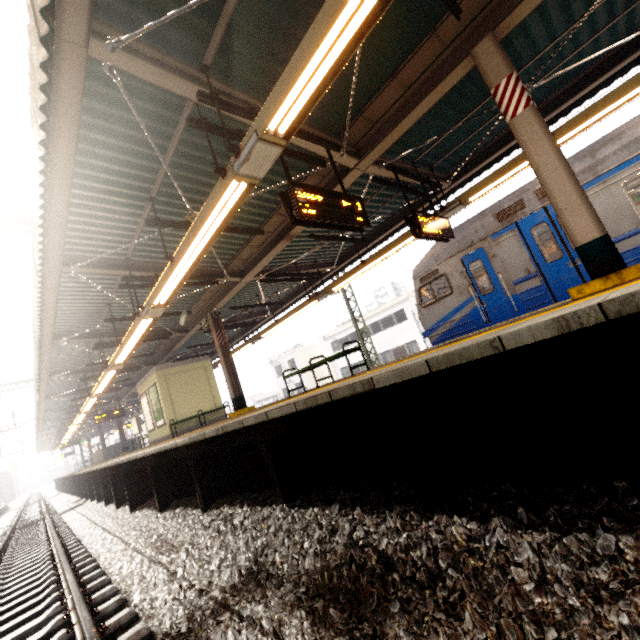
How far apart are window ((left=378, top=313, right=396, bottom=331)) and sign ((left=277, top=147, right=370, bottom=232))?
24.9m

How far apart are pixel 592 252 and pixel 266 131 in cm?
401

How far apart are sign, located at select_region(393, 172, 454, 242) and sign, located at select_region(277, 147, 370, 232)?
1.6m

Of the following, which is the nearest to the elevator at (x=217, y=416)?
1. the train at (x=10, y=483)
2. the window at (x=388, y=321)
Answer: the window at (x=388, y=321)

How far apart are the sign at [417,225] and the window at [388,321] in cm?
2225

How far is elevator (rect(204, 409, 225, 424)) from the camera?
13.8 meters

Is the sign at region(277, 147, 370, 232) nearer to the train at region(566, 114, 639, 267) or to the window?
the train at region(566, 114, 639, 267)

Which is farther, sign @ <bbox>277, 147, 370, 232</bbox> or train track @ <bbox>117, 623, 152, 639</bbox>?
sign @ <bbox>277, 147, 370, 232</bbox>
